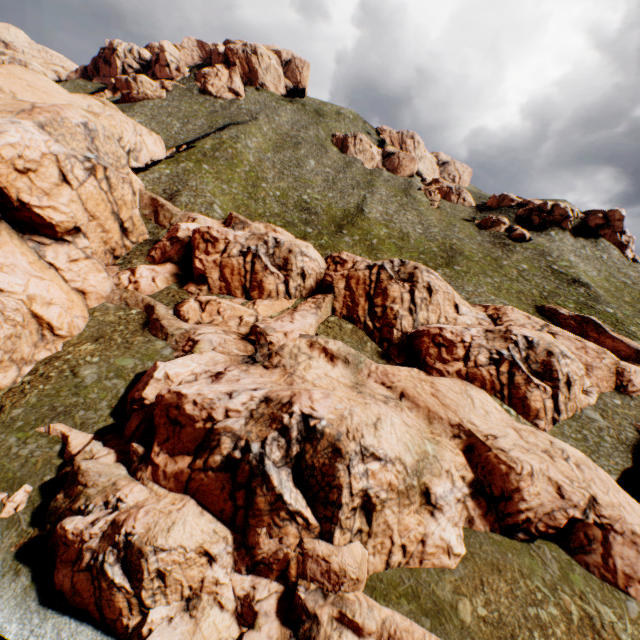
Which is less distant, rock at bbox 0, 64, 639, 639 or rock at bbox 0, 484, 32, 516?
rock at bbox 0, 64, 639, 639

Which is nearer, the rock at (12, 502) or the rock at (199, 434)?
the rock at (199, 434)

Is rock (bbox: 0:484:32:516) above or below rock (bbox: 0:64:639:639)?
below

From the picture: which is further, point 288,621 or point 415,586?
point 415,586

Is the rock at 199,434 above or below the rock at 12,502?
above
